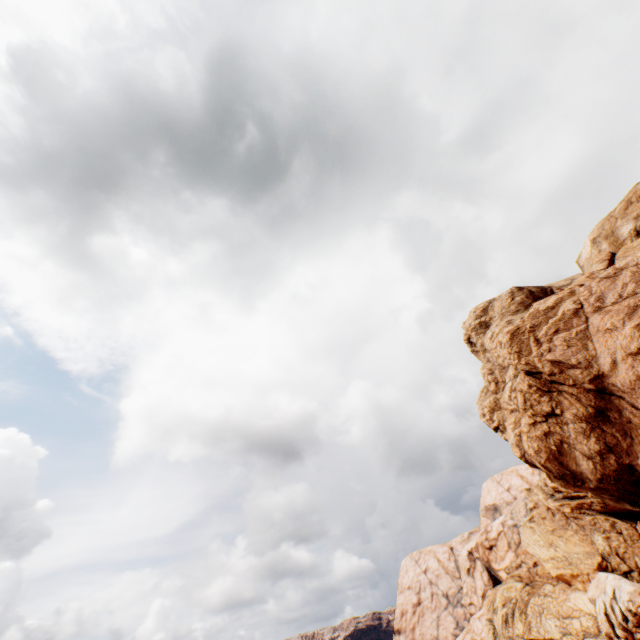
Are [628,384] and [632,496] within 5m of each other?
no
